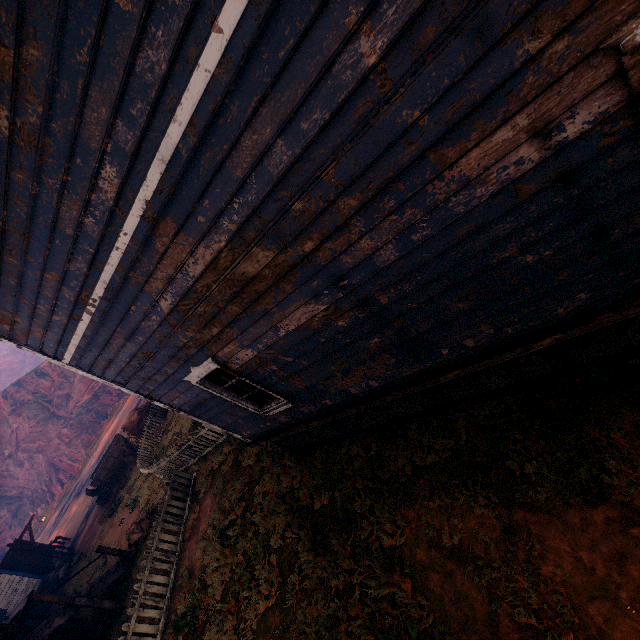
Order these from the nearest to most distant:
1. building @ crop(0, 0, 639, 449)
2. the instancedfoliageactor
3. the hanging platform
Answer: building @ crop(0, 0, 639, 449)
the hanging platform
the instancedfoliageactor

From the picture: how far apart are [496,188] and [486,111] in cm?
57

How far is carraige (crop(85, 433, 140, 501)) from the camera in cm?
1802

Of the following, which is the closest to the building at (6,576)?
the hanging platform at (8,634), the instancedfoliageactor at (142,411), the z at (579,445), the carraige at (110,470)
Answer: the z at (579,445)

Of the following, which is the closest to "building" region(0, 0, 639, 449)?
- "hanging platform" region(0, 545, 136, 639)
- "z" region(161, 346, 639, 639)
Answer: "z" region(161, 346, 639, 639)

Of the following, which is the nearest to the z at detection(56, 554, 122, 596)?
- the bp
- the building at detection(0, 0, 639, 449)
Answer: the building at detection(0, 0, 639, 449)

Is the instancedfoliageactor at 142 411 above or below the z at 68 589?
above

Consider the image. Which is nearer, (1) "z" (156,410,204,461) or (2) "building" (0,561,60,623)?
(1) "z" (156,410,204,461)
